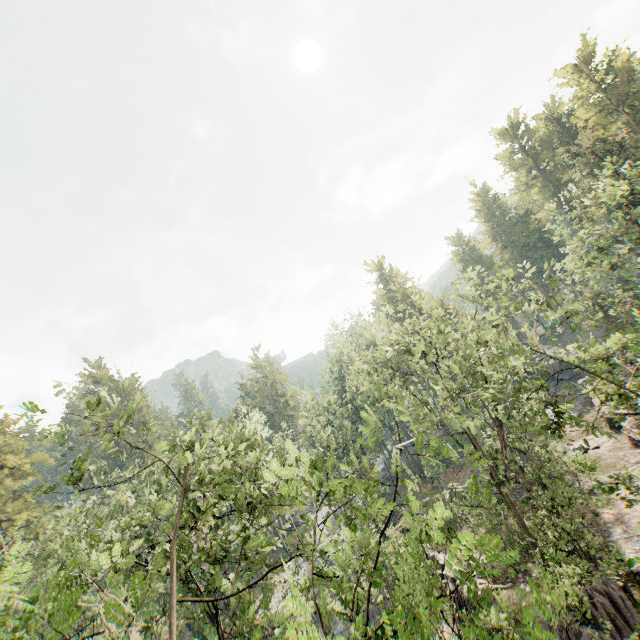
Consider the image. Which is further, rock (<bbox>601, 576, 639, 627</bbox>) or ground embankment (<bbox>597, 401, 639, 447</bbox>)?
ground embankment (<bbox>597, 401, 639, 447</bbox>)

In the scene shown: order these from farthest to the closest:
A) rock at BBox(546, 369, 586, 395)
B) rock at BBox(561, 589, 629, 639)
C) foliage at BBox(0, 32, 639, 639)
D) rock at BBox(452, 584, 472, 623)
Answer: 1. rock at BBox(546, 369, 586, 395)
2. rock at BBox(452, 584, 472, 623)
3. rock at BBox(561, 589, 629, 639)
4. foliage at BBox(0, 32, 639, 639)

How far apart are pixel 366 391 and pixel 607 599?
31.01m

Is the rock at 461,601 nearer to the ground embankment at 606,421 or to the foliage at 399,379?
the foliage at 399,379

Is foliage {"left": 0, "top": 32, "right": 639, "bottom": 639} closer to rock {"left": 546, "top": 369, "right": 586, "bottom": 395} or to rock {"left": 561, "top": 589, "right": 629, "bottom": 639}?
rock {"left": 561, "top": 589, "right": 629, "bottom": 639}

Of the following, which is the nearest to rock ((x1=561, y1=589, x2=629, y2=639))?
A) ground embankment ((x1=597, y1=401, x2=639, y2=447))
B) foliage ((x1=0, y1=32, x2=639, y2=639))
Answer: foliage ((x1=0, y1=32, x2=639, y2=639))

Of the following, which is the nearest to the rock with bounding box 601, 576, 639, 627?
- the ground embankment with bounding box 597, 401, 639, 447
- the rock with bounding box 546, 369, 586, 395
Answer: the ground embankment with bounding box 597, 401, 639, 447

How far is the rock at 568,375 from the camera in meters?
45.3
